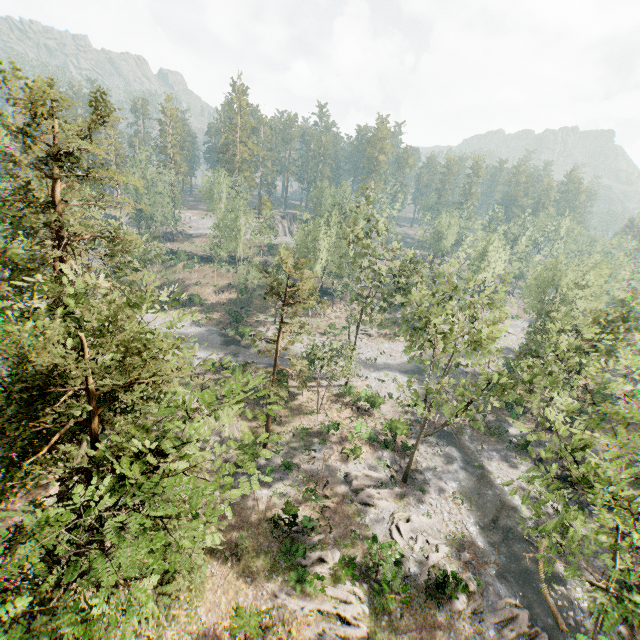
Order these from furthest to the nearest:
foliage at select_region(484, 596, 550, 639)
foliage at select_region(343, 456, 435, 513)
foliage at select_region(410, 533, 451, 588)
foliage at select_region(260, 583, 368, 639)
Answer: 1. foliage at select_region(343, 456, 435, 513)
2. foliage at select_region(410, 533, 451, 588)
3. foliage at select_region(484, 596, 550, 639)
4. foliage at select_region(260, 583, 368, 639)

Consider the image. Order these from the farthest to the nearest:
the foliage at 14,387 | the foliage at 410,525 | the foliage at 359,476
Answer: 1. the foliage at 359,476
2. the foliage at 410,525
3. the foliage at 14,387

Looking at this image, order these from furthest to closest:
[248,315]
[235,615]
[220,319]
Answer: [248,315]
[220,319]
[235,615]

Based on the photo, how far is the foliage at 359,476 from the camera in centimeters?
2633cm

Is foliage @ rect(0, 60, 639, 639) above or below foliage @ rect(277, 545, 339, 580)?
above

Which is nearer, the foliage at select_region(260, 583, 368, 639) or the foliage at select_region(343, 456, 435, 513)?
the foliage at select_region(260, 583, 368, 639)

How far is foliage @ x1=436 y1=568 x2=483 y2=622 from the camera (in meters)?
20.19
